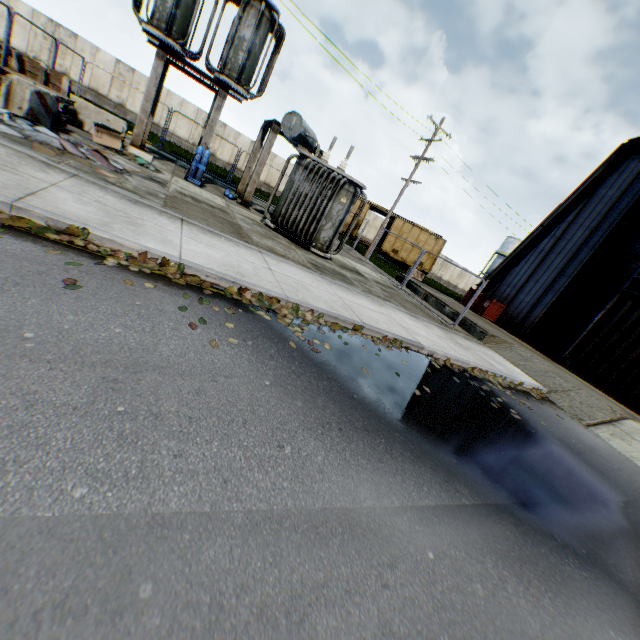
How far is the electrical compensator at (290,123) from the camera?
11.0 meters

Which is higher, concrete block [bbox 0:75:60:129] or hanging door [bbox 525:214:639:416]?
hanging door [bbox 525:214:639:416]

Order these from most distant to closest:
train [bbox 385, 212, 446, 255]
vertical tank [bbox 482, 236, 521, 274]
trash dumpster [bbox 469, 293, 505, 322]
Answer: vertical tank [bbox 482, 236, 521, 274], train [bbox 385, 212, 446, 255], trash dumpster [bbox 469, 293, 505, 322]

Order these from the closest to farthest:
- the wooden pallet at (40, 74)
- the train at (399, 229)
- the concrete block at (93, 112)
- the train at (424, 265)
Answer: the wooden pallet at (40, 74) → the concrete block at (93, 112) → the train at (399, 229) → the train at (424, 265)

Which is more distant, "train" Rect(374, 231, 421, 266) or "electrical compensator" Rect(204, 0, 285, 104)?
"train" Rect(374, 231, 421, 266)

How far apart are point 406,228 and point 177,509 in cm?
3002

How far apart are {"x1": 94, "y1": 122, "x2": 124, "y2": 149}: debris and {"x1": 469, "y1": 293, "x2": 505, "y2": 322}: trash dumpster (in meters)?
18.56

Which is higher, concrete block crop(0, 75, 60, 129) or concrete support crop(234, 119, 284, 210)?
concrete support crop(234, 119, 284, 210)
